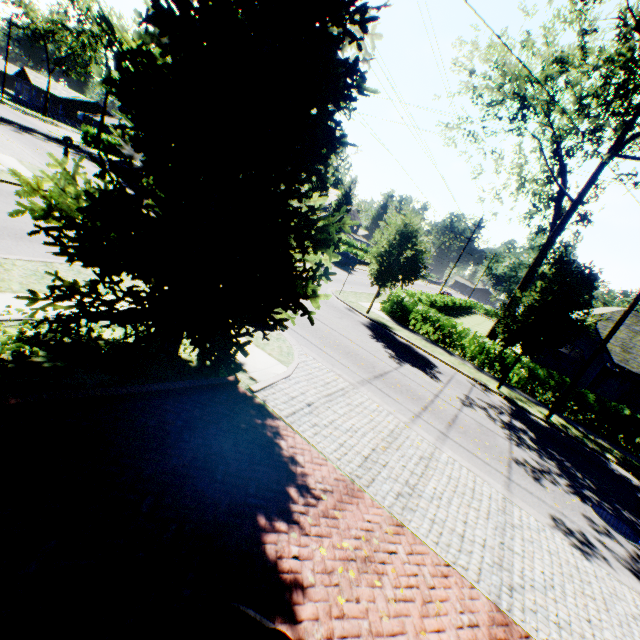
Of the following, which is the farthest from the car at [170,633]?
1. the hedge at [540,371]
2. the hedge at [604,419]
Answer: the hedge at [604,419]

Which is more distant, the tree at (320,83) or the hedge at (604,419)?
the hedge at (604,419)

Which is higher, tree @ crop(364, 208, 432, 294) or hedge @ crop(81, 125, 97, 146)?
tree @ crop(364, 208, 432, 294)

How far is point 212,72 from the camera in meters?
3.9 m

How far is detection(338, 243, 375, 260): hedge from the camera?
48.90m

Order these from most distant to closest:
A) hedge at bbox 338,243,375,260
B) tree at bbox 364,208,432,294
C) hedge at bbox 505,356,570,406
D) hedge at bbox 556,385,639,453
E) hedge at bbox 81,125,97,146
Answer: hedge at bbox 338,243,375,260 < hedge at bbox 81,125,97,146 < tree at bbox 364,208,432,294 < hedge at bbox 505,356,570,406 < hedge at bbox 556,385,639,453
